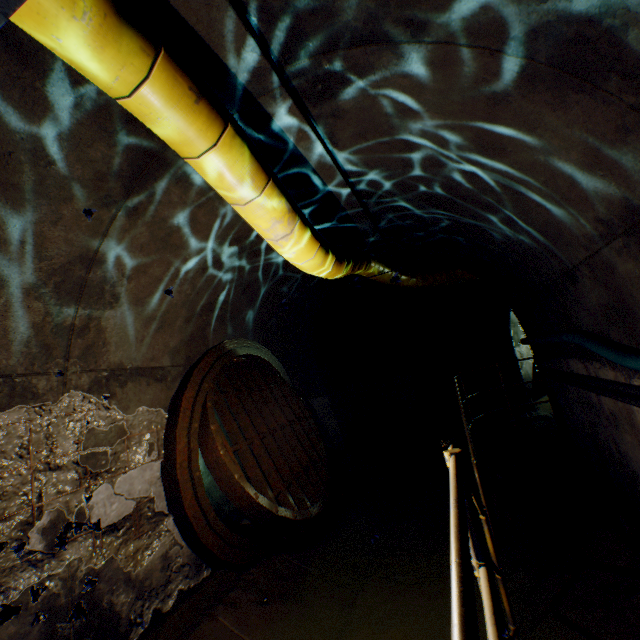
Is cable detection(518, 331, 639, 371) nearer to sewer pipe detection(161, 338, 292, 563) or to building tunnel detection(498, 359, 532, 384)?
building tunnel detection(498, 359, 532, 384)

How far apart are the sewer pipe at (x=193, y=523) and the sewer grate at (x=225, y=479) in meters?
0.0

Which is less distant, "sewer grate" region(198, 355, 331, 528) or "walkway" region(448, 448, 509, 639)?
"walkway" region(448, 448, 509, 639)

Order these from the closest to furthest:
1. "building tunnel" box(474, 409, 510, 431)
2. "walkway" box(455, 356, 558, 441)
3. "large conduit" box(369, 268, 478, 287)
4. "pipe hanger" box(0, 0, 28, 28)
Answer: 1. "pipe hanger" box(0, 0, 28, 28)
2. "walkway" box(455, 356, 558, 441)
3. "large conduit" box(369, 268, 478, 287)
4. "building tunnel" box(474, 409, 510, 431)

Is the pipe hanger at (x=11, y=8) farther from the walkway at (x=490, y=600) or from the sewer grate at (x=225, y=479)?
the sewer grate at (x=225, y=479)

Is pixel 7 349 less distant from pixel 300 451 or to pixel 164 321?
pixel 164 321

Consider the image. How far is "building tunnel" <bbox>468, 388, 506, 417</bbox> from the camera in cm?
998

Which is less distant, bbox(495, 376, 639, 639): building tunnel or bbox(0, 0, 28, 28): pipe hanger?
bbox(0, 0, 28, 28): pipe hanger
